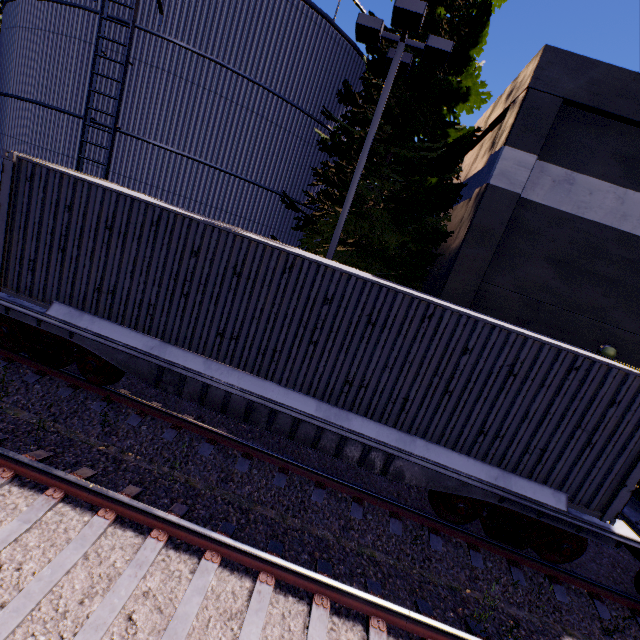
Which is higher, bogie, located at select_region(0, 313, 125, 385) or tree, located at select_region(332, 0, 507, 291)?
tree, located at select_region(332, 0, 507, 291)

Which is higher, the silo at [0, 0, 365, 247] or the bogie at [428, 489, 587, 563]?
the silo at [0, 0, 365, 247]

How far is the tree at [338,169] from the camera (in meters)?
9.95

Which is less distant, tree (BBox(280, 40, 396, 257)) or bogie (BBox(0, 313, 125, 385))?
bogie (BBox(0, 313, 125, 385))

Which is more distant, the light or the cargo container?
the light

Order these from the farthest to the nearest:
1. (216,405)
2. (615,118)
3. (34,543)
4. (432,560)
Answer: (615,118) → (216,405) → (432,560) → (34,543)

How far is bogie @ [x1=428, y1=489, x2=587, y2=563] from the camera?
5.80m

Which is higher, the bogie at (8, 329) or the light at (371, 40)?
the light at (371, 40)
